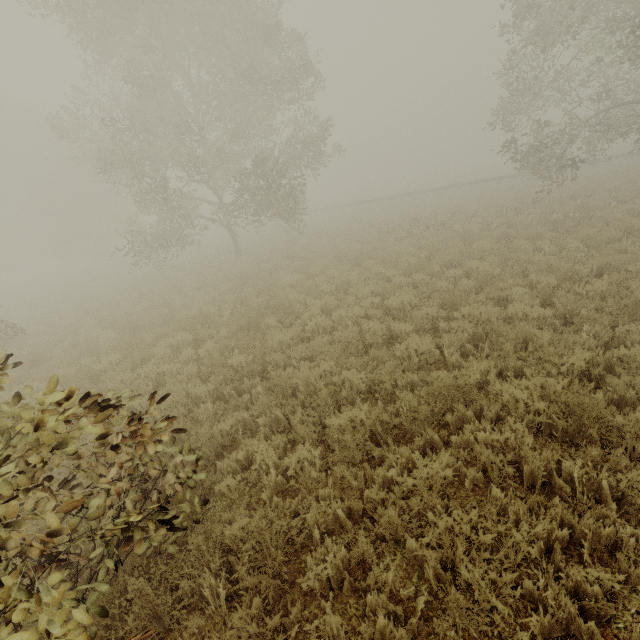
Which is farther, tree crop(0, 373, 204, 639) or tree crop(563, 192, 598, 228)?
tree crop(563, 192, 598, 228)

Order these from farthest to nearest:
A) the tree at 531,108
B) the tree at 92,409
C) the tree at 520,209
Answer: the tree at 520,209, the tree at 531,108, the tree at 92,409

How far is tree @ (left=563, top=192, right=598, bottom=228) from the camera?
12.42m

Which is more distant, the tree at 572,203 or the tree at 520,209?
the tree at 520,209

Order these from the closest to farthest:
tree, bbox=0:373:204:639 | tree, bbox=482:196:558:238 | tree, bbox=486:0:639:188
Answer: tree, bbox=0:373:204:639 < tree, bbox=486:0:639:188 < tree, bbox=482:196:558:238

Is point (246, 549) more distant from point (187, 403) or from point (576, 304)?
point (576, 304)

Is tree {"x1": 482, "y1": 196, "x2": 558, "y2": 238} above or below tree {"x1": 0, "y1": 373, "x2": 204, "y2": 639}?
below

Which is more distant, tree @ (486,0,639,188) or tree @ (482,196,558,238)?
tree @ (482,196,558,238)
